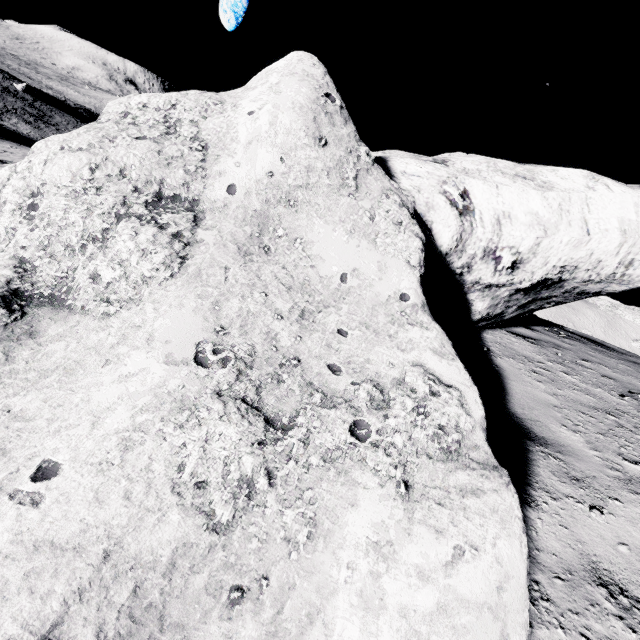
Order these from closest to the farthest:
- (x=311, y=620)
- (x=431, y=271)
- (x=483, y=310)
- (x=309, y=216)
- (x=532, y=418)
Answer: (x=311, y=620)
(x=309, y=216)
(x=532, y=418)
(x=431, y=271)
(x=483, y=310)
